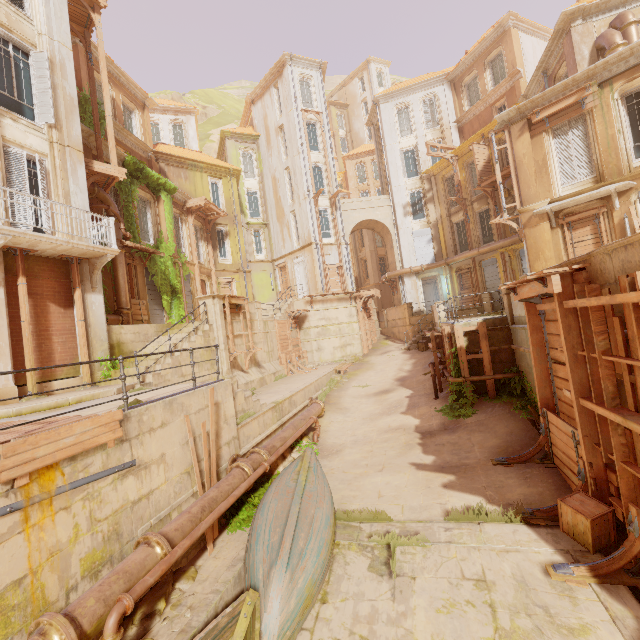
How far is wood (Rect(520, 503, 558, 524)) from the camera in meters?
6.3 m

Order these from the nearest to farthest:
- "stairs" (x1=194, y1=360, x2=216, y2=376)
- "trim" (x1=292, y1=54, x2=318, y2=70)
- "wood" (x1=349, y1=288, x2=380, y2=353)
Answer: "stairs" (x1=194, y1=360, x2=216, y2=376) → "wood" (x1=349, y1=288, x2=380, y2=353) → "trim" (x1=292, y1=54, x2=318, y2=70)

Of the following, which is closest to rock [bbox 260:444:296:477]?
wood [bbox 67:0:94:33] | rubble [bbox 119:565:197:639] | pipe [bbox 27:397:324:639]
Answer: pipe [bbox 27:397:324:639]

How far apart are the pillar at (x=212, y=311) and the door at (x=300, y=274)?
13.2 meters

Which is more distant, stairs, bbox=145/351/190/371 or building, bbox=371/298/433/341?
building, bbox=371/298/433/341

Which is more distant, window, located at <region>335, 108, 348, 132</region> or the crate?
window, located at <region>335, 108, 348, 132</region>

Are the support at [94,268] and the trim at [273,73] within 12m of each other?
no

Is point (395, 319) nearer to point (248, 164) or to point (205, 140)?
point (248, 164)
